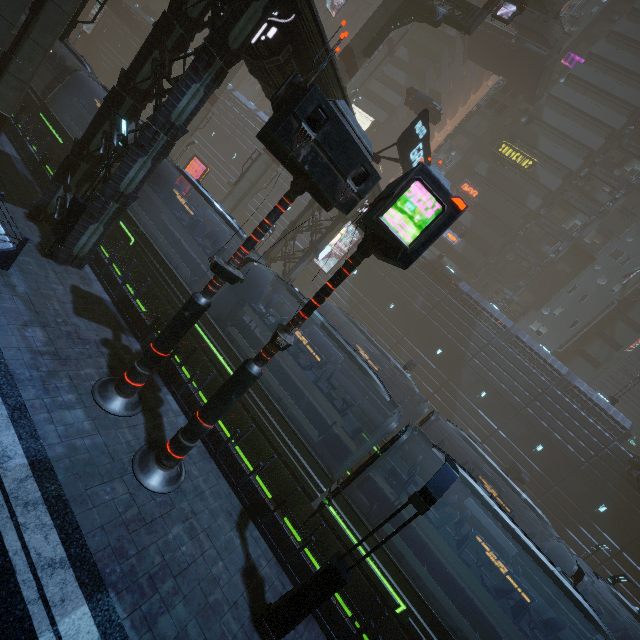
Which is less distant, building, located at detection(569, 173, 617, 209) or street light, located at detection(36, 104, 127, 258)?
street light, located at detection(36, 104, 127, 258)

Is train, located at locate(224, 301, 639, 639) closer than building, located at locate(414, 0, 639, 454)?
Yes

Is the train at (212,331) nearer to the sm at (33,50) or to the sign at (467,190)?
the sm at (33,50)

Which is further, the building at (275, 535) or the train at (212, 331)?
the train at (212, 331)

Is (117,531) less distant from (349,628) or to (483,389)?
(349,628)

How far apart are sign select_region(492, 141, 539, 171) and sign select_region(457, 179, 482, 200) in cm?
428

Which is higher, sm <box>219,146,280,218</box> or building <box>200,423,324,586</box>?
sm <box>219,146,280,218</box>

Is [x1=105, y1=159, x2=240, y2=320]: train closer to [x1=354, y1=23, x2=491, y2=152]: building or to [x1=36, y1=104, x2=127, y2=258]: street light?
[x1=354, y1=23, x2=491, y2=152]: building
